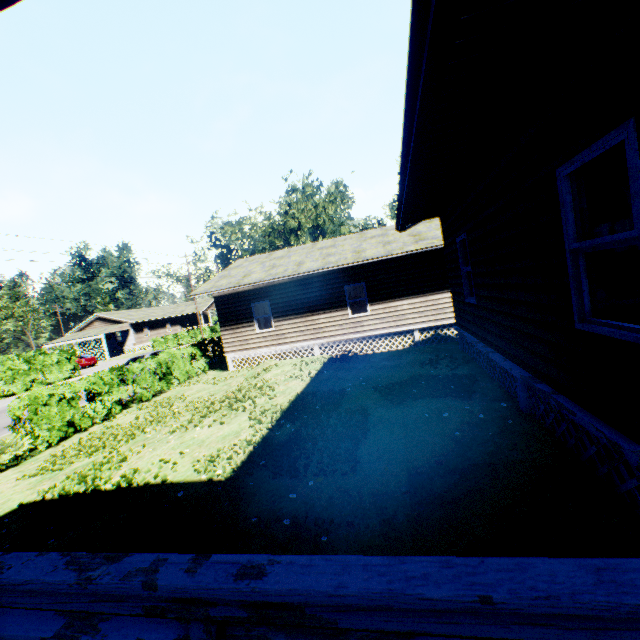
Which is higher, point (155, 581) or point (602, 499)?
point (155, 581)

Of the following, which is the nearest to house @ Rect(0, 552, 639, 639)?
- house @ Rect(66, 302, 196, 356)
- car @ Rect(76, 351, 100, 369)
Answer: car @ Rect(76, 351, 100, 369)

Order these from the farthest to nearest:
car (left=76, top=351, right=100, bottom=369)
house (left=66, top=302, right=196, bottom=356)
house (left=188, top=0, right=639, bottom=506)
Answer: house (left=66, top=302, right=196, bottom=356) < car (left=76, top=351, right=100, bottom=369) < house (left=188, top=0, right=639, bottom=506)

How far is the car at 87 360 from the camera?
35.5 meters

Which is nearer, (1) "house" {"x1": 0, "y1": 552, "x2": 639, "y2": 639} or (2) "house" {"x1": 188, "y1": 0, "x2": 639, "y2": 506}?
(1) "house" {"x1": 0, "y1": 552, "x2": 639, "y2": 639}

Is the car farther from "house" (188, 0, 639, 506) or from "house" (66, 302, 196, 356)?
"house" (188, 0, 639, 506)

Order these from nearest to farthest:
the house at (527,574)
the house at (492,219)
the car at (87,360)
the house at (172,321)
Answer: the house at (527,574) < the house at (492,219) < the car at (87,360) < the house at (172,321)
